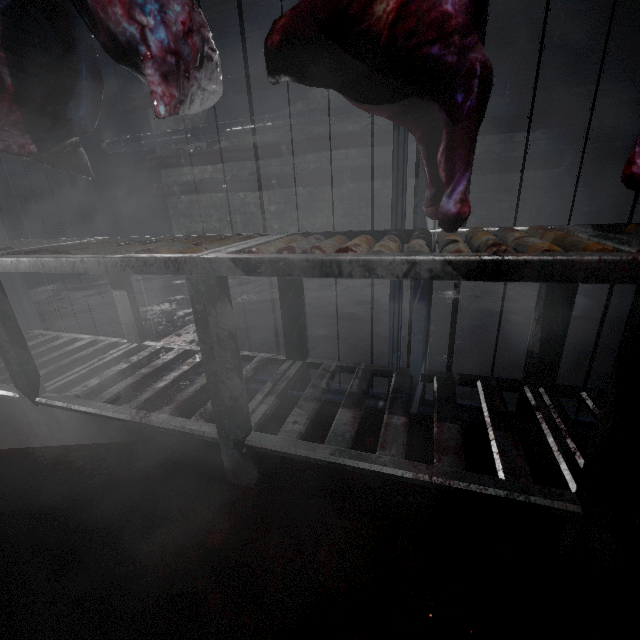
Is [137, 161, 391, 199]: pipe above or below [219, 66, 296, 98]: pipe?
below

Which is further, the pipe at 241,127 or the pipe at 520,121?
the pipe at 241,127

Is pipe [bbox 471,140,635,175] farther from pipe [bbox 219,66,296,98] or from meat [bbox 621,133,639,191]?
meat [bbox 621,133,639,191]

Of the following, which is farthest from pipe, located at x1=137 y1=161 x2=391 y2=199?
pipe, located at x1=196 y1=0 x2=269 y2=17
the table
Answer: the table

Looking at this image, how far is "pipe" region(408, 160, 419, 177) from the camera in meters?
3.7 m

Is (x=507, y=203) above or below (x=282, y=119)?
below

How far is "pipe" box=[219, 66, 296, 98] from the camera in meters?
3.9 m

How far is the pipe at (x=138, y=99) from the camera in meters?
4.4
